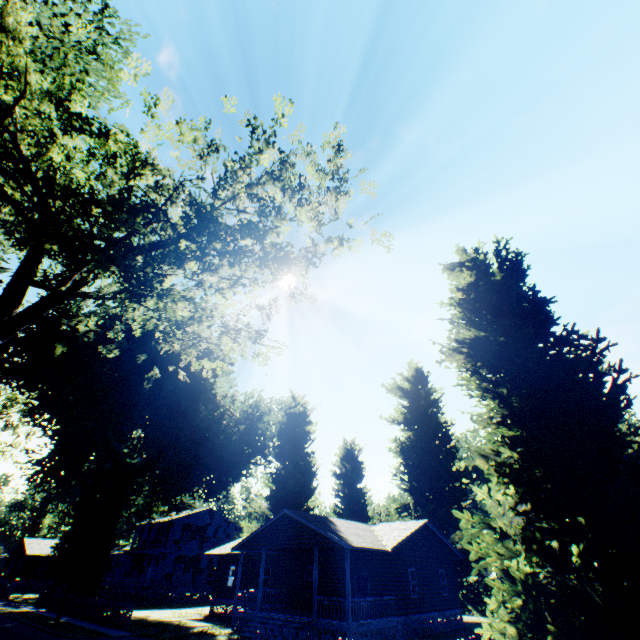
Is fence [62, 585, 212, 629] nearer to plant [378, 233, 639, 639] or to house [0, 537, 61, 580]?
plant [378, 233, 639, 639]

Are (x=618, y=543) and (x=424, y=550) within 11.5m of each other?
no

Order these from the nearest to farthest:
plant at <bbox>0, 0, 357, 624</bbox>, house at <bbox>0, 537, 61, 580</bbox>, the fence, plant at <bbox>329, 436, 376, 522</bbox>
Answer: plant at <bbox>0, 0, 357, 624</bbox>
the fence
plant at <bbox>329, 436, 376, 522</bbox>
house at <bbox>0, 537, 61, 580</bbox>

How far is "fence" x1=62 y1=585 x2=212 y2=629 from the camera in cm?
2126

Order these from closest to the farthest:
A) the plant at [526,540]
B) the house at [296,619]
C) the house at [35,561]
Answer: the plant at [526,540]
the house at [296,619]
the house at [35,561]

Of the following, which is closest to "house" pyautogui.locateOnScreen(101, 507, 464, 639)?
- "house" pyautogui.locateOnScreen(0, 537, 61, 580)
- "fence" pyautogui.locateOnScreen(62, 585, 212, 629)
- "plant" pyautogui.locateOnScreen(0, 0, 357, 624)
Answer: "plant" pyautogui.locateOnScreen(0, 0, 357, 624)

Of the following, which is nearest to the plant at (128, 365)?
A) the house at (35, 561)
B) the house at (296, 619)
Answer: the house at (296, 619)
